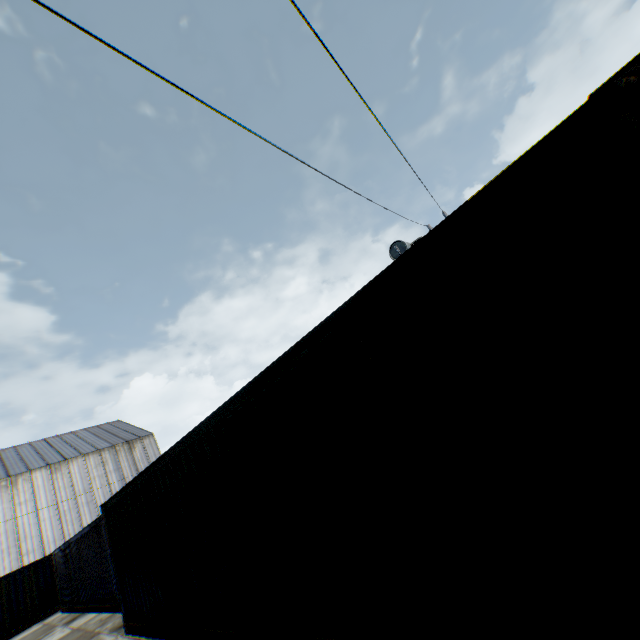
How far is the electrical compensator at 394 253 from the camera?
12.5m

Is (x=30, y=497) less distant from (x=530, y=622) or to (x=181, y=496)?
(x=181, y=496)

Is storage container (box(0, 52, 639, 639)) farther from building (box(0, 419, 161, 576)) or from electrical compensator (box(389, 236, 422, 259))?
building (box(0, 419, 161, 576))

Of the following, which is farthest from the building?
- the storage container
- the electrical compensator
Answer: the electrical compensator

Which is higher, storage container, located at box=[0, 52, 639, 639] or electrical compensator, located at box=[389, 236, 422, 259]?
electrical compensator, located at box=[389, 236, 422, 259]

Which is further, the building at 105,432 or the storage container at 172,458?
the building at 105,432
